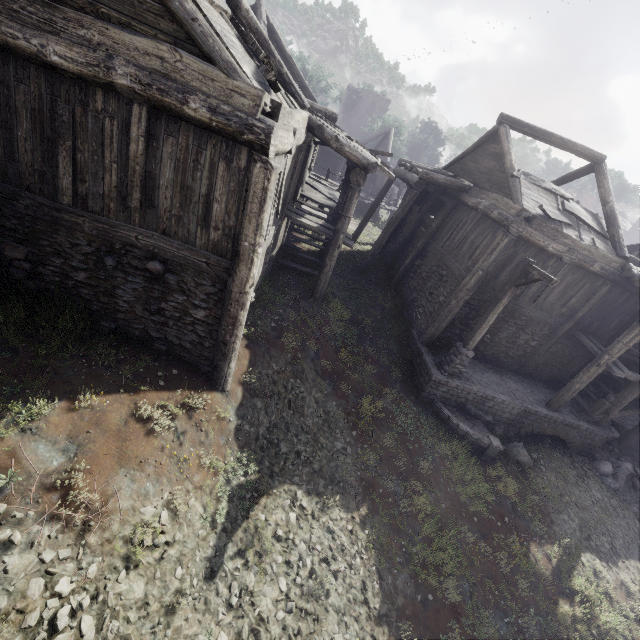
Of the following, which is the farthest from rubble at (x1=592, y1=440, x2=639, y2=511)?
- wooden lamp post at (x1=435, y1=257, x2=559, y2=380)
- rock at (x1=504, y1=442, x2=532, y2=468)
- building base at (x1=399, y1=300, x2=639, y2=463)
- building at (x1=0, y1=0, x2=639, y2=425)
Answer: wooden lamp post at (x1=435, y1=257, x2=559, y2=380)

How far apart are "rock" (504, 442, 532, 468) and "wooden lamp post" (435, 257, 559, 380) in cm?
295

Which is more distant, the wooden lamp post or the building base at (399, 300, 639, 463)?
the building base at (399, 300, 639, 463)

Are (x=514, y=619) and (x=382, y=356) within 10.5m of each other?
yes

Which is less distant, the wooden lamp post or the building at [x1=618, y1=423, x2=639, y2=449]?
the wooden lamp post

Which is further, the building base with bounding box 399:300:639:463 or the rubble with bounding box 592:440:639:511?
the rubble with bounding box 592:440:639:511

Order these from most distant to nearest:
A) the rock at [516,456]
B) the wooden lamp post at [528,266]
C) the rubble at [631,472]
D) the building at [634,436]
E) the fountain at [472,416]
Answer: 1. the building at [634,436]
2. the rubble at [631,472]
3. the rock at [516,456]
4. the fountain at [472,416]
5. the wooden lamp post at [528,266]

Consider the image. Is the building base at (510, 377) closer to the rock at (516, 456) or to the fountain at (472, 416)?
the fountain at (472, 416)
